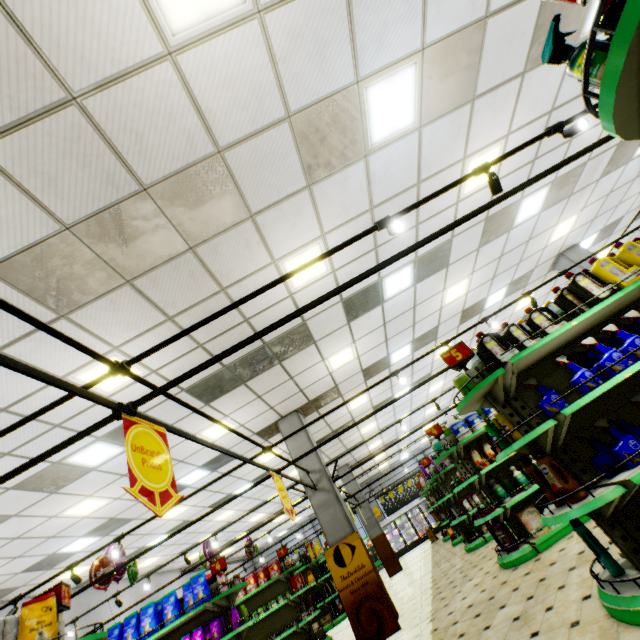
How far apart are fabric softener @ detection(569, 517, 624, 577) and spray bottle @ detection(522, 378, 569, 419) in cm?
99

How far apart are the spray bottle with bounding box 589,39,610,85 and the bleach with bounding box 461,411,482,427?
6.5 meters

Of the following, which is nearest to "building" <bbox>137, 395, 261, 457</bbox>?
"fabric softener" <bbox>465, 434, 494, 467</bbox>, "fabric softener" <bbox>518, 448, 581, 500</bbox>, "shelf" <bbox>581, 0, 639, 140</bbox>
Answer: "shelf" <bbox>581, 0, 639, 140</bbox>

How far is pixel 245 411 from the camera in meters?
7.9 m

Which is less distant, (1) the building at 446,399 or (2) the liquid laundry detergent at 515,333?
(2) the liquid laundry detergent at 515,333

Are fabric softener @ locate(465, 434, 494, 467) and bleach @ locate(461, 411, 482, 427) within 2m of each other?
yes

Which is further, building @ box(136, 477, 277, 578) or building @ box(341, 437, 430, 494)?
building @ box(341, 437, 430, 494)

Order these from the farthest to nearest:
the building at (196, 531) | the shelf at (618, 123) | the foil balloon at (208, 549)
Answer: the building at (196, 531)
the foil balloon at (208, 549)
the shelf at (618, 123)
